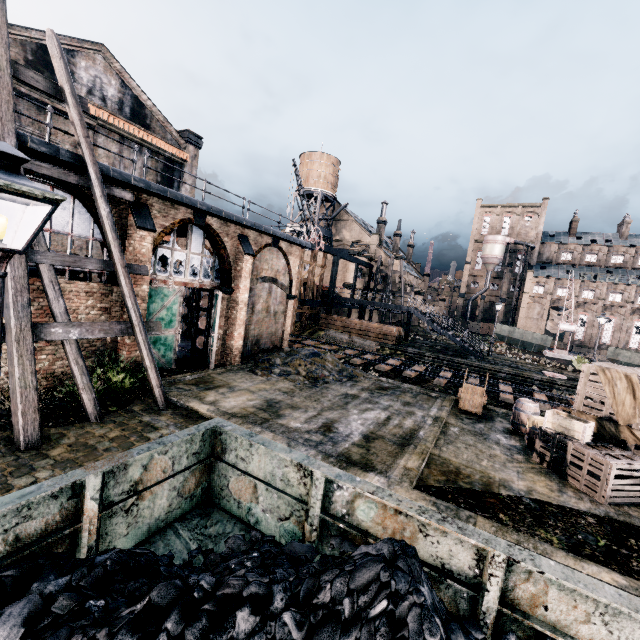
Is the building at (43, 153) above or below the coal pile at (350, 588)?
above

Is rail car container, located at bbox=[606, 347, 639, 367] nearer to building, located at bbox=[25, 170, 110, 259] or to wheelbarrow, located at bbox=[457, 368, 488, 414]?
building, located at bbox=[25, 170, 110, 259]

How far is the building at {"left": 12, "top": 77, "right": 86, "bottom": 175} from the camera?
9.55m

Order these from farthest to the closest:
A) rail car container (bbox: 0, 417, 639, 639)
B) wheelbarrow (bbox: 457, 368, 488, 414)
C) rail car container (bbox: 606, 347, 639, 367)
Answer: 1. rail car container (bbox: 606, 347, 639, 367)
2. wheelbarrow (bbox: 457, 368, 488, 414)
3. rail car container (bbox: 0, 417, 639, 639)

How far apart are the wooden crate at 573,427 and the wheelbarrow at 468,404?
3.7m

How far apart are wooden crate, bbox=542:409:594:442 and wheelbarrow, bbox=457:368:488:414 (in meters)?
3.71

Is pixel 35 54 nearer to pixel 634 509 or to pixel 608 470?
pixel 608 470

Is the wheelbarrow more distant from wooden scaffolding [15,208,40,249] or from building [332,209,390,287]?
wooden scaffolding [15,208,40,249]
